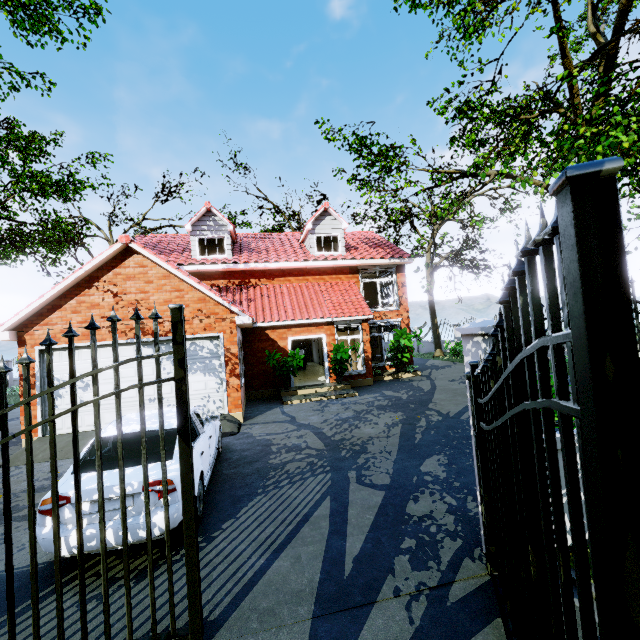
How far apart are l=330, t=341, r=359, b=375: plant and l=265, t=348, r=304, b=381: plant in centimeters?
111cm

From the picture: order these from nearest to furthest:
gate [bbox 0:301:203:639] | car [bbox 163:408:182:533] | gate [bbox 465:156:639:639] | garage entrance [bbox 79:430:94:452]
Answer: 1. gate [bbox 465:156:639:639]
2. gate [bbox 0:301:203:639]
3. car [bbox 163:408:182:533]
4. garage entrance [bbox 79:430:94:452]

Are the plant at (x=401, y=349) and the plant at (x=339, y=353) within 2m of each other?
no

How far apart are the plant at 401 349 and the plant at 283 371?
4.9 meters

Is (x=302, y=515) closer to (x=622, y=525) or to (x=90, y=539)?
(x=90, y=539)

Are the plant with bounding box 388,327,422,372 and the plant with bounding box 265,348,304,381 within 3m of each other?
no

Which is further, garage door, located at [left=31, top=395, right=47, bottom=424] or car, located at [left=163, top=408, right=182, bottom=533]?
garage door, located at [left=31, top=395, right=47, bottom=424]

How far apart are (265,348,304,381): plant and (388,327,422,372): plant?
4.9m
